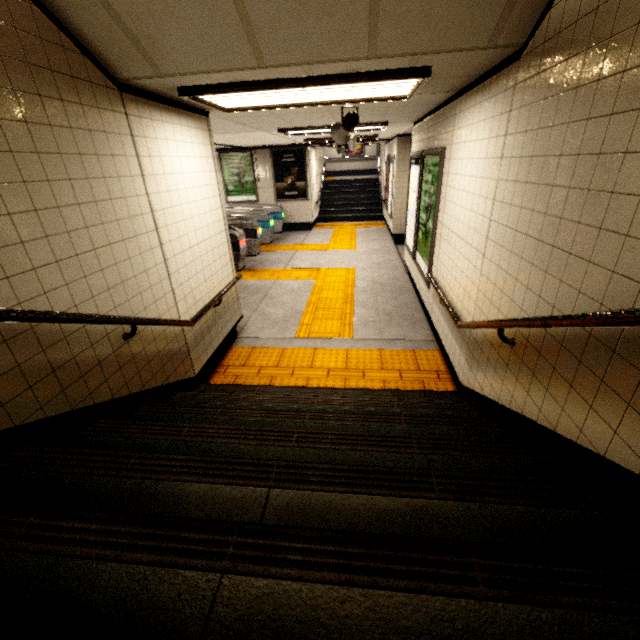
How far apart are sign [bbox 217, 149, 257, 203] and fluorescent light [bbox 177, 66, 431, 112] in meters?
9.0

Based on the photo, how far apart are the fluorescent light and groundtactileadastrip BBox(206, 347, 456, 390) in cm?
291

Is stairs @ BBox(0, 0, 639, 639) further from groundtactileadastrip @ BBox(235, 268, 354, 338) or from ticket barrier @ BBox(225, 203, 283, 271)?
ticket barrier @ BBox(225, 203, 283, 271)

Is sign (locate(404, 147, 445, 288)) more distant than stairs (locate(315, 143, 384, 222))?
No

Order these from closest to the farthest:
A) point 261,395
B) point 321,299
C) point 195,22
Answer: point 195,22
point 261,395
point 321,299

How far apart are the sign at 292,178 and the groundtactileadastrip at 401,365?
8.8m

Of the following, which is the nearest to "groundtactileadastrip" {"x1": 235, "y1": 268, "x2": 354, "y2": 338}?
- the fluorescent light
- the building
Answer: the fluorescent light

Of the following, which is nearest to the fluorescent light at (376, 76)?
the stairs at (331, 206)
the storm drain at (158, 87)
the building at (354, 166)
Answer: the storm drain at (158, 87)
